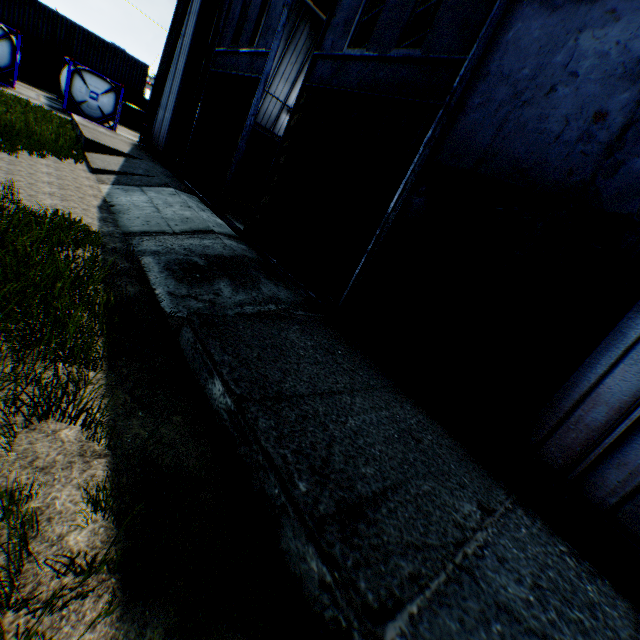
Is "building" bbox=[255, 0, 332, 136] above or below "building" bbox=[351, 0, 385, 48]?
below

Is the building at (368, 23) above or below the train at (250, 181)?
above

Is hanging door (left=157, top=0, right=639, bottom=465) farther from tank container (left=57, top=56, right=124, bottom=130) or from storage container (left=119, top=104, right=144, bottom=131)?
storage container (left=119, top=104, right=144, bottom=131)

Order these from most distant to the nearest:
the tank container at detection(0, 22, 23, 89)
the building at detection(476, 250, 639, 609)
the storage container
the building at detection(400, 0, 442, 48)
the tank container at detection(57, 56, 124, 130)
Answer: the storage container → the tank container at detection(57, 56, 124, 130) → the tank container at detection(0, 22, 23, 89) → the building at detection(400, 0, 442, 48) → the building at detection(476, 250, 639, 609)

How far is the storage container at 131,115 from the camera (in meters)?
30.19

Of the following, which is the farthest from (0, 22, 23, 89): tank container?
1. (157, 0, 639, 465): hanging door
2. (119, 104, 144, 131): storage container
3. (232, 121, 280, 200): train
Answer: (157, 0, 639, 465): hanging door

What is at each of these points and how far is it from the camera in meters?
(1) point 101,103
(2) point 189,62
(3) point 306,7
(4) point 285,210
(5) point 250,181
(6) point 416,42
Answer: (1) tank container, 21.6
(2) building, 14.6
(3) building, 18.0
(4) hanging door, 8.6
(5) train, 18.5
(6) building, 19.8

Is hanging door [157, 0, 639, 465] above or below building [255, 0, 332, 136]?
below
